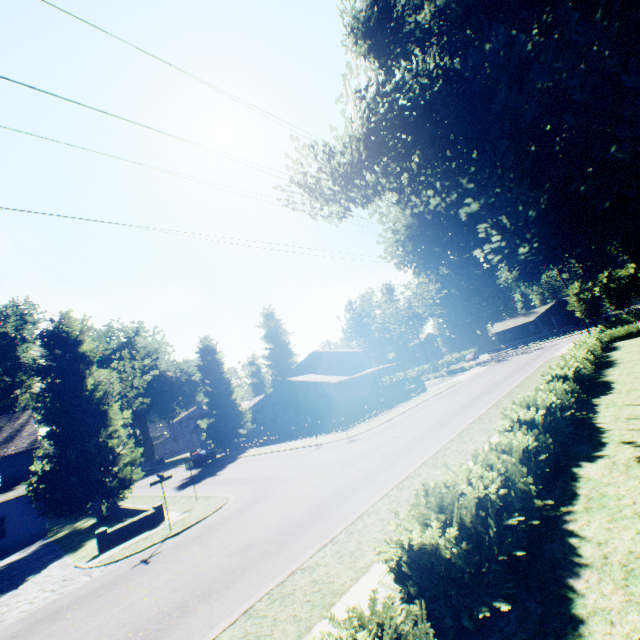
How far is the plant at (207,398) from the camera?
40.6 meters

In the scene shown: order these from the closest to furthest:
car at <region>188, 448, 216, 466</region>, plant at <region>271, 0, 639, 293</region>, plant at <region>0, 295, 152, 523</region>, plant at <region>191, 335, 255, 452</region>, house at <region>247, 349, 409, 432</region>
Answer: plant at <region>271, 0, 639, 293</region> < plant at <region>0, 295, 152, 523</region> < car at <region>188, 448, 216, 466</region> < house at <region>247, 349, 409, 432</region> < plant at <region>191, 335, 255, 452</region>

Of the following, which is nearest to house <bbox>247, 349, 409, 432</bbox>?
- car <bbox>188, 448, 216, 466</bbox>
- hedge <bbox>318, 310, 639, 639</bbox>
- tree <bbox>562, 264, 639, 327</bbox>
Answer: car <bbox>188, 448, 216, 466</bbox>

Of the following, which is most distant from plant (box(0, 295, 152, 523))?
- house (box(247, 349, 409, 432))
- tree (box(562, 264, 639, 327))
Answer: tree (box(562, 264, 639, 327))

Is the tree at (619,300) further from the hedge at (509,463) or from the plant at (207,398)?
the plant at (207,398)

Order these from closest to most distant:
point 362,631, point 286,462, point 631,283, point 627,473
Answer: point 362,631
point 627,473
point 286,462
point 631,283

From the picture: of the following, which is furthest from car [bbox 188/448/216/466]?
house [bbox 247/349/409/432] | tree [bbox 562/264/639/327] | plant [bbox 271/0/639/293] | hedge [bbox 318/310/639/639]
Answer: tree [bbox 562/264/639/327]

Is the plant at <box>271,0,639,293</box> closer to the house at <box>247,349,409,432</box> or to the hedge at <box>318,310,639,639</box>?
the house at <box>247,349,409,432</box>
